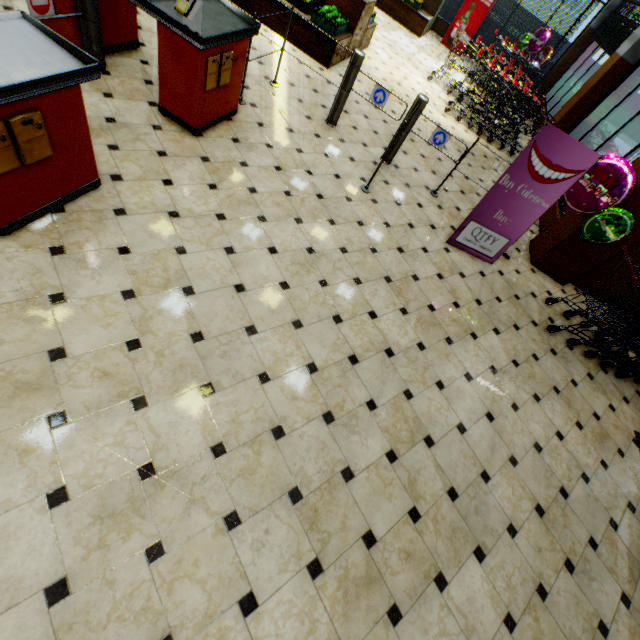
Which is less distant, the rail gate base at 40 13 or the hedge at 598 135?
the rail gate base at 40 13

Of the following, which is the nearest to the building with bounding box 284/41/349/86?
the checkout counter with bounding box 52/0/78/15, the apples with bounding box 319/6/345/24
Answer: the checkout counter with bounding box 52/0/78/15

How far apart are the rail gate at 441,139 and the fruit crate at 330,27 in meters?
2.0 m

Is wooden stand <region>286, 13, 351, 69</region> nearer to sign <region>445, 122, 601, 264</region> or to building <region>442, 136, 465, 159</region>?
building <region>442, 136, 465, 159</region>

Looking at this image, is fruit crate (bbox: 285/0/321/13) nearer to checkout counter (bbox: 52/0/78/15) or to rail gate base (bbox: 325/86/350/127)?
rail gate base (bbox: 325/86/350/127)

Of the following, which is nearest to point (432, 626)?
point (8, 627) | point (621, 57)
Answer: point (8, 627)

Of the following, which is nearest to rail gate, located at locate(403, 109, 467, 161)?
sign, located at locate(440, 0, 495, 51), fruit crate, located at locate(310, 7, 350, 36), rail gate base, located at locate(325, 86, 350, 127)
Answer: rail gate base, located at locate(325, 86, 350, 127)

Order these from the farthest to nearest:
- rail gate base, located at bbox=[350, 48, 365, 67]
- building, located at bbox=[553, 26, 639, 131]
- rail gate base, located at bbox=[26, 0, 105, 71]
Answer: building, located at bbox=[553, 26, 639, 131]
rail gate base, located at bbox=[350, 48, 365, 67]
rail gate base, located at bbox=[26, 0, 105, 71]
